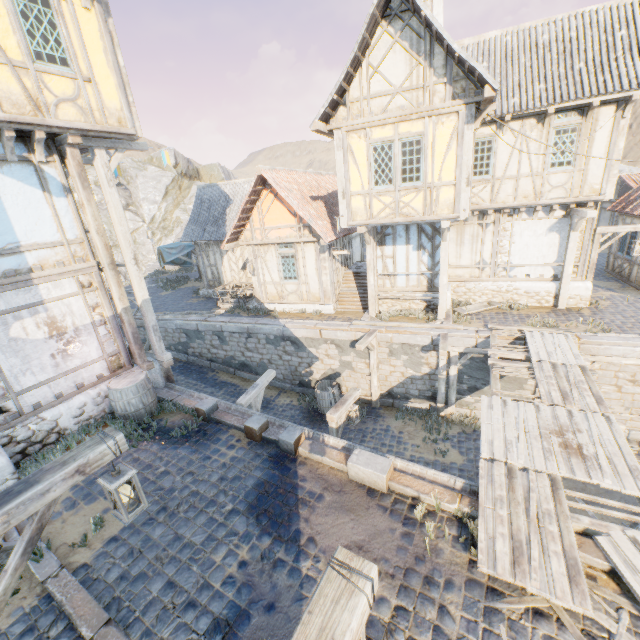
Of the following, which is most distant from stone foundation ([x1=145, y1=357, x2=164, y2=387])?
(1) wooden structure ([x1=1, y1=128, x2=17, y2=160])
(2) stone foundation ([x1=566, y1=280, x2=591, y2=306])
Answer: (2) stone foundation ([x1=566, y1=280, x2=591, y2=306])

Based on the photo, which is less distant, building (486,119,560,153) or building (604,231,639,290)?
building (486,119,560,153)

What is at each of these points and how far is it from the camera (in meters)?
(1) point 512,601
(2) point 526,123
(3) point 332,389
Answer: (1) wood chunk, 4.05
(2) building, 10.89
(3) barrel, 13.69

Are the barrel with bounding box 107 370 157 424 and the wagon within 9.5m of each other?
yes

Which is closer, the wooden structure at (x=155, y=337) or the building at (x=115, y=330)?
the building at (x=115, y=330)

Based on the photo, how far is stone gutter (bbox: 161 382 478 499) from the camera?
5.7m

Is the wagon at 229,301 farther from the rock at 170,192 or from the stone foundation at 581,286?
the rock at 170,192

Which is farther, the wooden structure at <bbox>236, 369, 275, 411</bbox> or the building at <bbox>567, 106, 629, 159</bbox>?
the building at <bbox>567, 106, 629, 159</bbox>
